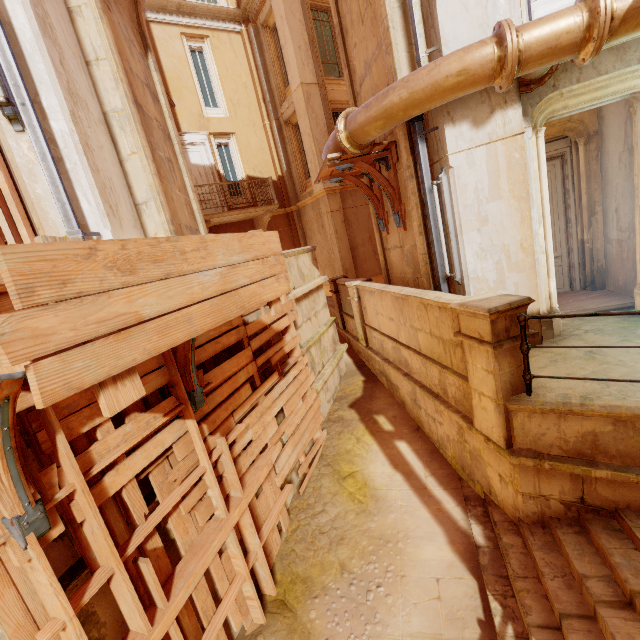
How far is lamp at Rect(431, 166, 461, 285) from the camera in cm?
490

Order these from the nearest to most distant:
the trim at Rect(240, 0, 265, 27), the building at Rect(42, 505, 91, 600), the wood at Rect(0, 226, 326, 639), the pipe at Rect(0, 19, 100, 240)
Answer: the wood at Rect(0, 226, 326, 639) < the building at Rect(42, 505, 91, 600) < the pipe at Rect(0, 19, 100, 240) < the trim at Rect(240, 0, 265, 27)

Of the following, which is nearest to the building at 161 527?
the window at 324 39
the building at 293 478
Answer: the building at 293 478

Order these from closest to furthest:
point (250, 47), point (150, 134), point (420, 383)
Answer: point (150, 134) → point (420, 383) → point (250, 47)

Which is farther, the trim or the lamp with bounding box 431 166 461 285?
the trim

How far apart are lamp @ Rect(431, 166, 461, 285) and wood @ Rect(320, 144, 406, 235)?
1.0 meters

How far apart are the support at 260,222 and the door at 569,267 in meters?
9.0 m

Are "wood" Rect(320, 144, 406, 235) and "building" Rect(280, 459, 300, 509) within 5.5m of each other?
yes
